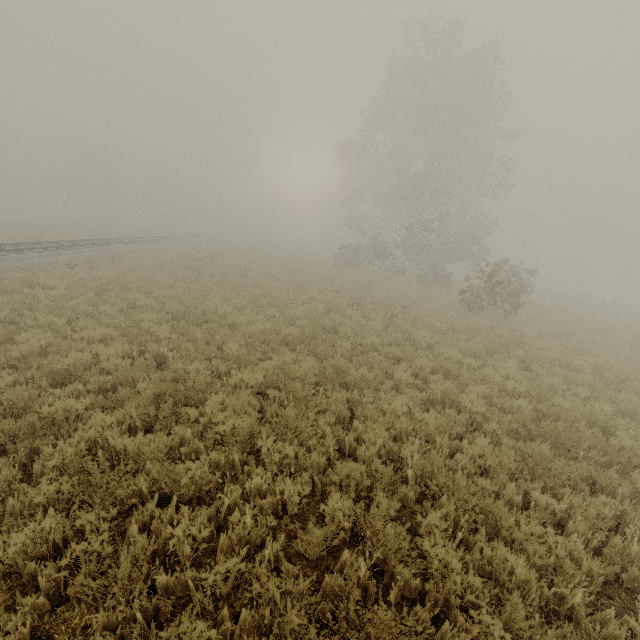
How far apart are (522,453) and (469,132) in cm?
3331
